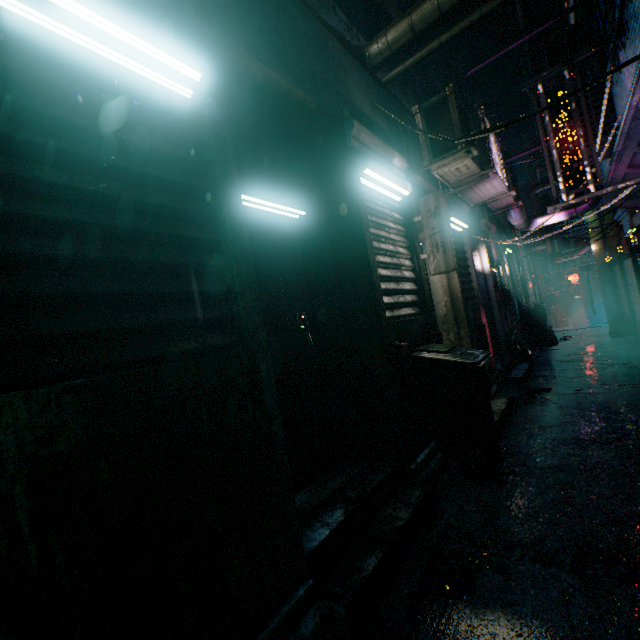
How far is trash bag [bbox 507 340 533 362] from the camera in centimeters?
610cm

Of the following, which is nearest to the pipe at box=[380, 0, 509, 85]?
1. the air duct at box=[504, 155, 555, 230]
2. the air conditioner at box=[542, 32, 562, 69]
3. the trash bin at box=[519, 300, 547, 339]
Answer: the air conditioner at box=[542, 32, 562, 69]

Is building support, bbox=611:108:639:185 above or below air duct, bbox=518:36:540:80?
below

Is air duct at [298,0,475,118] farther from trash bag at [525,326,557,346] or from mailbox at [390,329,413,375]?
trash bag at [525,326,557,346]

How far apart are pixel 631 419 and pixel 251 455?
3.73m

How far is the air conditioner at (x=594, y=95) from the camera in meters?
4.8

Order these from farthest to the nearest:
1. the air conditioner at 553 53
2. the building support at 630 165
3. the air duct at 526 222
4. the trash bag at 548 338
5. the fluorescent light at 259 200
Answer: the trash bag at 548 338 < the air duct at 526 222 < the air conditioner at 553 53 < the building support at 630 165 < the fluorescent light at 259 200

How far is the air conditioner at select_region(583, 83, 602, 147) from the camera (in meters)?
4.83
